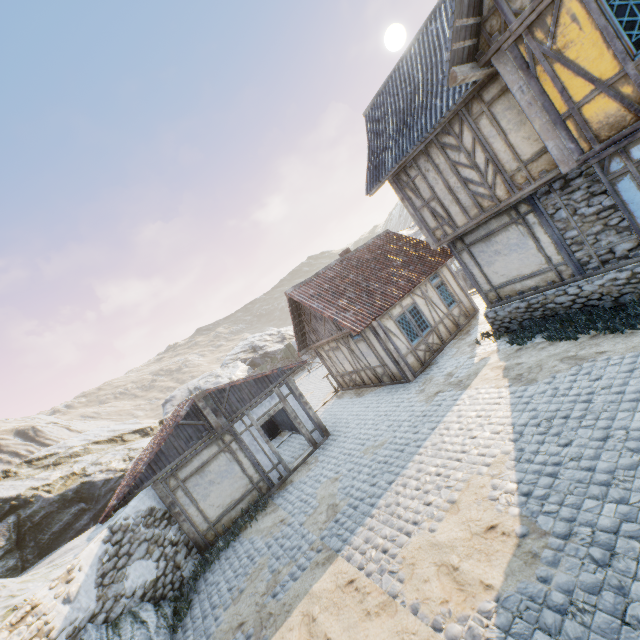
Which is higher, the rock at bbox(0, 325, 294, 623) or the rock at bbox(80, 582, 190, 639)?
the rock at bbox(0, 325, 294, 623)

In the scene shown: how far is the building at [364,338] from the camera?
13.0m

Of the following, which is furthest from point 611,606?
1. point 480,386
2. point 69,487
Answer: point 69,487

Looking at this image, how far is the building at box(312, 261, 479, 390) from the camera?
13.0 meters

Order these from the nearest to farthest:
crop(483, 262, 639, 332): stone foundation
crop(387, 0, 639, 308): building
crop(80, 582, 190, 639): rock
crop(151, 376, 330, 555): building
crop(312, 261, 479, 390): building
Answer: crop(387, 0, 639, 308): building < crop(80, 582, 190, 639): rock < crop(483, 262, 639, 332): stone foundation < crop(151, 376, 330, 555): building < crop(312, 261, 479, 390): building

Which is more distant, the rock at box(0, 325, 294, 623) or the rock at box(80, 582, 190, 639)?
the rock at box(0, 325, 294, 623)

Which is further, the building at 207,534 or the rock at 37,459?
the rock at 37,459

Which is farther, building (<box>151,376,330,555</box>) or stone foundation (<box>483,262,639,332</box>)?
building (<box>151,376,330,555</box>)
